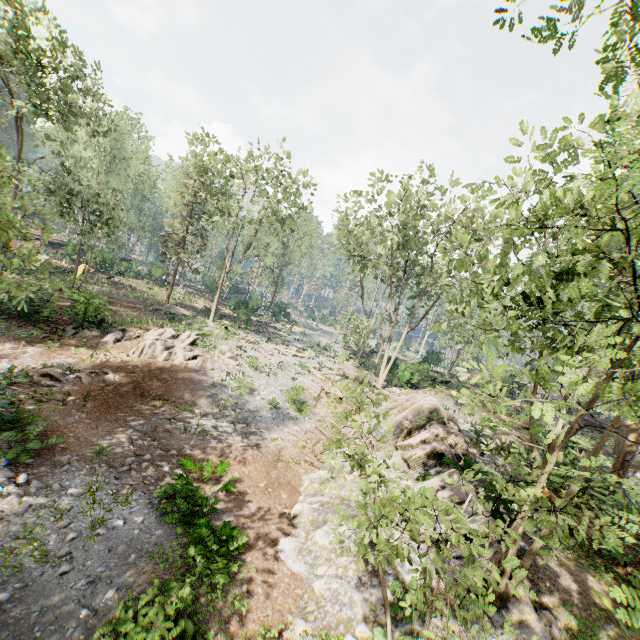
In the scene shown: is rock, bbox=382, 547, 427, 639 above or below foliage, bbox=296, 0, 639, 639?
below

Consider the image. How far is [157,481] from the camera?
10.5m

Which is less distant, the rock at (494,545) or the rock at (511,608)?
the rock at (511,608)

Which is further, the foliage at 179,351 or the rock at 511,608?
the foliage at 179,351

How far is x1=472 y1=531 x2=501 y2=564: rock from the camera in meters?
7.6

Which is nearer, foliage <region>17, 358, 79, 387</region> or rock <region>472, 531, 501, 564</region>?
rock <region>472, 531, 501, 564</region>

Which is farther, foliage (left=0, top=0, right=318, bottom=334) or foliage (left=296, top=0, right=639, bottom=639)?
foliage (left=0, top=0, right=318, bottom=334)

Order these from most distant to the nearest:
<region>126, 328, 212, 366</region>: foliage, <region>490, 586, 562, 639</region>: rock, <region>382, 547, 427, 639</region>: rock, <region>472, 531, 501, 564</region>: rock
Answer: <region>126, 328, 212, 366</region>: foliage → <region>472, 531, 501, 564</region>: rock → <region>382, 547, 427, 639</region>: rock → <region>490, 586, 562, 639</region>: rock
